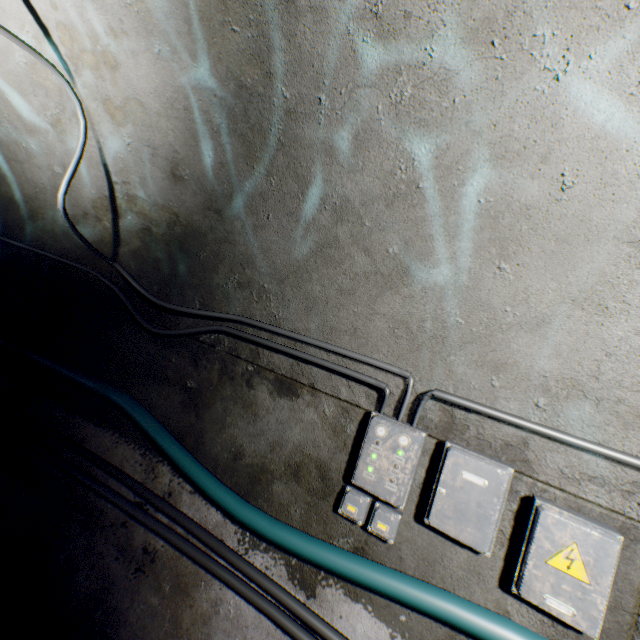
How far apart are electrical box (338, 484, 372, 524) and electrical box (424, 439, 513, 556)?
0.1m

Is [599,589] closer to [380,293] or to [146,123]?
[380,293]

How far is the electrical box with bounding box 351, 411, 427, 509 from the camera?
1.6 meters

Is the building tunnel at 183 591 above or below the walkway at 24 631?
above

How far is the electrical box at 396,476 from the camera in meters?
1.6 m

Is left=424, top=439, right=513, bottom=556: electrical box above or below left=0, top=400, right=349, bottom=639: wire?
above

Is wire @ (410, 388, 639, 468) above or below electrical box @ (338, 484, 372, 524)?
above

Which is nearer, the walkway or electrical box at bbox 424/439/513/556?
electrical box at bbox 424/439/513/556
